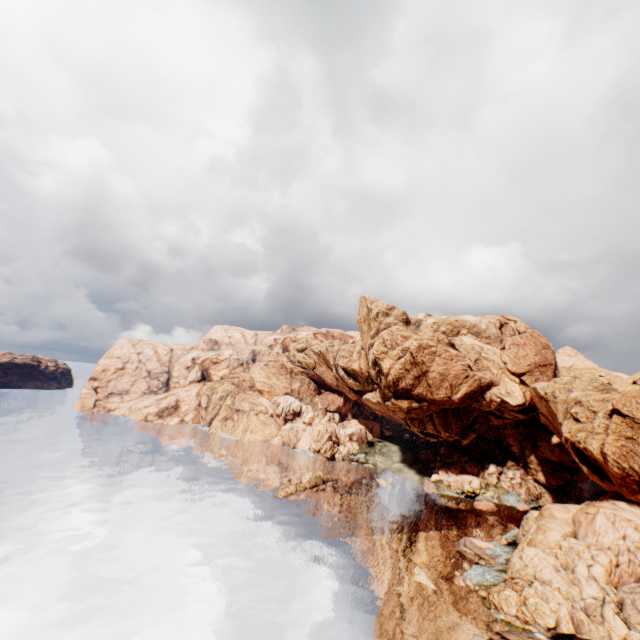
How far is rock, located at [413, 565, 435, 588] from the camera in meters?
38.3 m

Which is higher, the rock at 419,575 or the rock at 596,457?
the rock at 596,457

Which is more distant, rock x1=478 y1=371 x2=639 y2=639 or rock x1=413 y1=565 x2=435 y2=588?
rock x1=413 y1=565 x2=435 y2=588

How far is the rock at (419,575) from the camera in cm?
3832

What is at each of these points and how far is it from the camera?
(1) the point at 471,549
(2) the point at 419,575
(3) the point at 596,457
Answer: (1) rock, 44.5 meters
(2) rock, 39.4 meters
(3) rock, 42.7 meters

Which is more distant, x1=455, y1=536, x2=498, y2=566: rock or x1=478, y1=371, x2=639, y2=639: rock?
x1=455, y1=536, x2=498, y2=566: rock

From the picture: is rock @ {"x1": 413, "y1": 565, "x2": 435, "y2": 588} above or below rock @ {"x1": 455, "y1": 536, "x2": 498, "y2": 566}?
below
